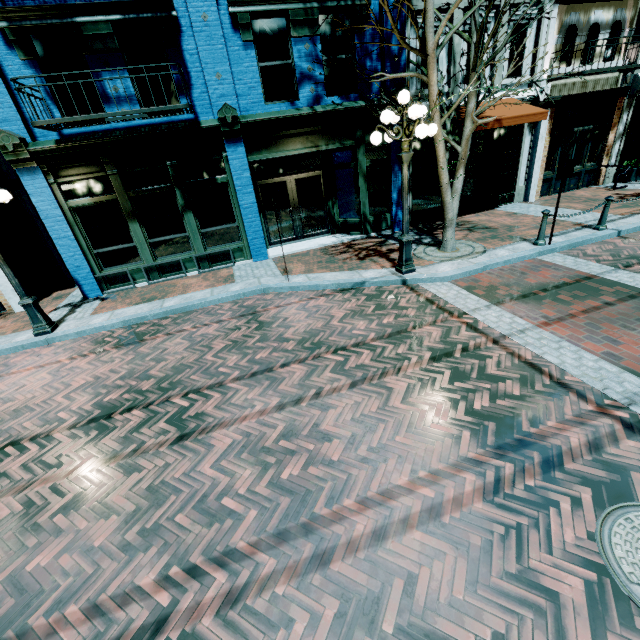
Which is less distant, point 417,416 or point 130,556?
point 130,556

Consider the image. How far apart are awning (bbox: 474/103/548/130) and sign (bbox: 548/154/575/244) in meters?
2.8

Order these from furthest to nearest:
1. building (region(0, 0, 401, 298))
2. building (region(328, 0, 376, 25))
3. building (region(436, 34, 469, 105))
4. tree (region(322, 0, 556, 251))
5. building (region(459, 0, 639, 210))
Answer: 1. building (region(459, 0, 639, 210))
2. building (region(436, 34, 469, 105))
3. building (region(328, 0, 376, 25))
4. building (region(0, 0, 401, 298))
5. tree (region(322, 0, 556, 251))

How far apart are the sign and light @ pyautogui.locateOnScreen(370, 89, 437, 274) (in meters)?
3.16

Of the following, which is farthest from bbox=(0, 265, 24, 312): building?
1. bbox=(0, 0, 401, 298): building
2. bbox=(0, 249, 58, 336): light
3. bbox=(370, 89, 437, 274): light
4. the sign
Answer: the sign

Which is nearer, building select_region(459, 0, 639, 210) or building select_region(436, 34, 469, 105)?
building select_region(436, 34, 469, 105)

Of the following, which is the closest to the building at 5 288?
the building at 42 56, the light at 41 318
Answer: the building at 42 56

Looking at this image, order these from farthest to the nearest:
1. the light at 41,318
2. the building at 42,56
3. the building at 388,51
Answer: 1. the building at 388,51
2. the building at 42,56
3. the light at 41,318
